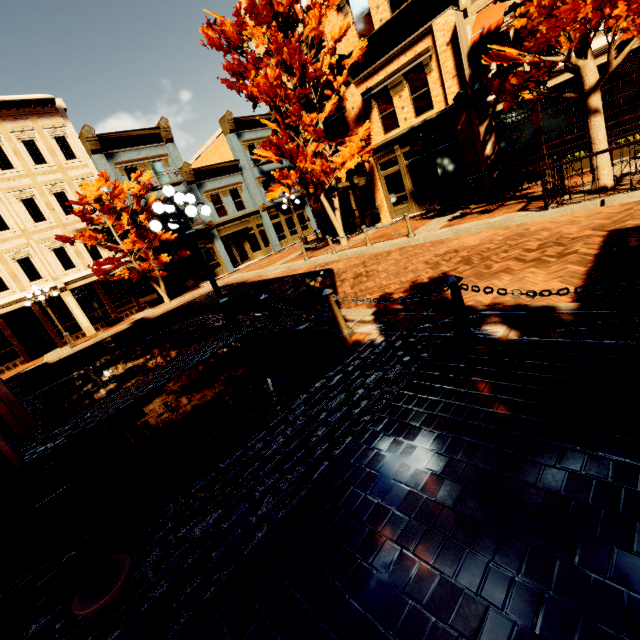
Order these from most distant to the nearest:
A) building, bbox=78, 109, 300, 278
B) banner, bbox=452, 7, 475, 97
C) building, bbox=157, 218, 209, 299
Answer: building, bbox=157, 218, 209, 299
building, bbox=78, 109, 300, 278
banner, bbox=452, 7, 475, 97

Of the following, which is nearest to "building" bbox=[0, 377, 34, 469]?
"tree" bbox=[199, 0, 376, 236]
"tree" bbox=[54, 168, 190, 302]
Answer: "tree" bbox=[199, 0, 376, 236]

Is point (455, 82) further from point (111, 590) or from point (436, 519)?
point (111, 590)

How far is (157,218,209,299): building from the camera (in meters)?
23.02

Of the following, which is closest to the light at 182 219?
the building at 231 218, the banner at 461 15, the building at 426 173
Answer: the building at 426 173

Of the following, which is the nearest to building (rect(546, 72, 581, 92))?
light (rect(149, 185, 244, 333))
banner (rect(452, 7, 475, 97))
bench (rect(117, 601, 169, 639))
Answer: banner (rect(452, 7, 475, 97))

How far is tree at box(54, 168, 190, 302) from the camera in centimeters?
1828cm

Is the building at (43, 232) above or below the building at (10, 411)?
above
